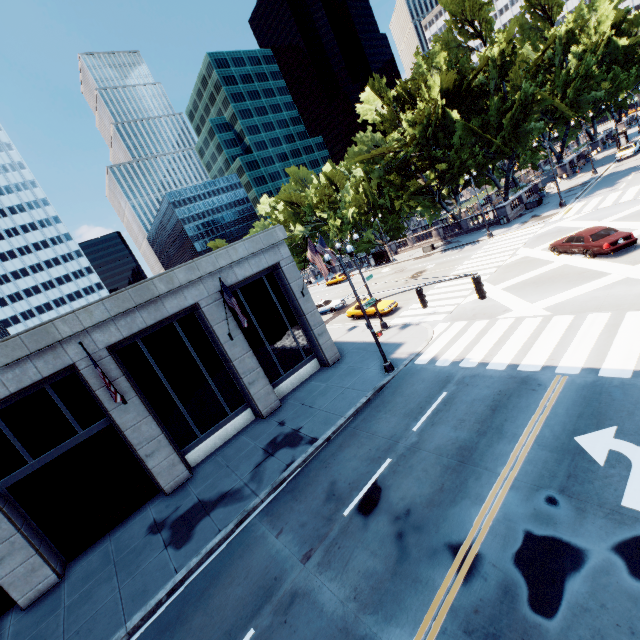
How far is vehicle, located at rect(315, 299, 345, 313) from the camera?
36.2m

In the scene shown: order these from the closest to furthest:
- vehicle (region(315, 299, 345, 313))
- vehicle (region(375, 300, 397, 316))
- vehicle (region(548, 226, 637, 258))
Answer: vehicle (region(548, 226, 637, 258))
vehicle (region(375, 300, 397, 316))
vehicle (region(315, 299, 345, 313))

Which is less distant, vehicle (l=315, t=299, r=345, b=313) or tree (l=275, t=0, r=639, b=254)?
tree (l=275, t=0, r=639, b=254)

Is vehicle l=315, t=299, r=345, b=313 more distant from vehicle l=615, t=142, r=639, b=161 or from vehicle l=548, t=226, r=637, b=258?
vehicle l=615, t=142, r=639, b=161

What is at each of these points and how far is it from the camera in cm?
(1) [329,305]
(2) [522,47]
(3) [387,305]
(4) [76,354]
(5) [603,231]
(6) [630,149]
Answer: (1) vehicle, 3659
(2) tree, 4409
(3) vehicle, 2673
(4) building, 1417
(5) vehicle, 1902
(6) vehicle, 4216

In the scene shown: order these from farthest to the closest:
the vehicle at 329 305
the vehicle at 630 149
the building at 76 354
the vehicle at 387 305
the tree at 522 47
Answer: the vehicle at 630 149, the vehicle at 329 305, the tree at 522 47, the vehicle at 387 305, the building at 76 354

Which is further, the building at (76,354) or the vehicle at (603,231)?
the vehicle at (603,231)

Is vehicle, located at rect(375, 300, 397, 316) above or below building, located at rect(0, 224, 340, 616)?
below
